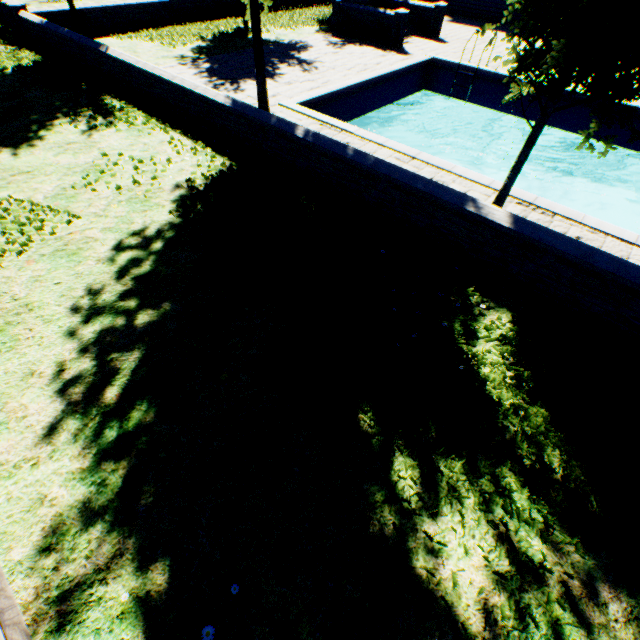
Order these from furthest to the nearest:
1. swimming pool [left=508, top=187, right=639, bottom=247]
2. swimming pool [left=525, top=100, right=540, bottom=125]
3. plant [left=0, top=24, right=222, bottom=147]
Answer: swimming pool [left=525, top=100, right=540, bottom=125], plant [left=0, top=24, right=222, bottom=147], swimming pool [left=508, top=187, right=639, bottom=247]

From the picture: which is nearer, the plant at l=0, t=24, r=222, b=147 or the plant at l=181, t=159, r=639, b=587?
the plant at l=181, t=159, r=639, b=587

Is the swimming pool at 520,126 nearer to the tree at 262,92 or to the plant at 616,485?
the tree at 262,92

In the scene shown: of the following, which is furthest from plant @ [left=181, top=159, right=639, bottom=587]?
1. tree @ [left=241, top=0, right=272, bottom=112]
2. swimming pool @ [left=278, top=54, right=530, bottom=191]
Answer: swimming pool @ [left=278, top=54, right=530, bottom=191]

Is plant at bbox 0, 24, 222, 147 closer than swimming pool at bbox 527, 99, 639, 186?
Yes

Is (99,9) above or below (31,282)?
above

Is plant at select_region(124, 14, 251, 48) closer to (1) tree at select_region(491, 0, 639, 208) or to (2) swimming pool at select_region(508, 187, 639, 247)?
(1) tree at select_region(491, 0, 639, 208)

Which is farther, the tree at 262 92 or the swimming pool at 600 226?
the tree at 262 92
